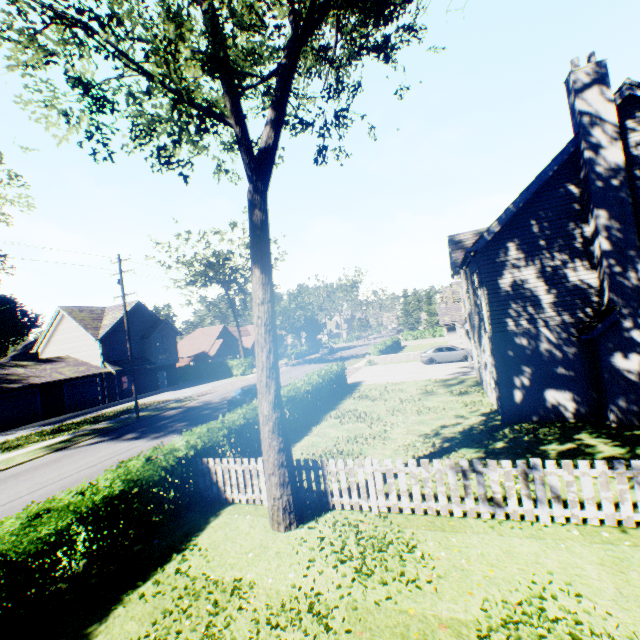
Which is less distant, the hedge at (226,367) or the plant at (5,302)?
the hedge at (226,367)

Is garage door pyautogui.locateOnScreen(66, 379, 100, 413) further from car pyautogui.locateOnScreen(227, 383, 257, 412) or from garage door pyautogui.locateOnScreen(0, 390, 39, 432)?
car pyautogui.locateOnScreen(227, 383, 257, 412)

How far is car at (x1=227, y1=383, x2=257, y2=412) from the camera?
19.23m

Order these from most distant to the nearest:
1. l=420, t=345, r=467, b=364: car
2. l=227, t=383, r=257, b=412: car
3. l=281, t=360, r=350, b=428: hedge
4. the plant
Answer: the plant → l=420, t=345, r=467, b=364: car → l=227, t=383, r=257, b=412: car → l=281, t=360, r=350, b=428: hedge

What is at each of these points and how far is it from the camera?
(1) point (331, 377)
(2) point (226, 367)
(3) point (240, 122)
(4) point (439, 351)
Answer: (1) hedge, 21.80m
(2) hedge, 44.22m
(3) tree, 7.55m
(4) car, 29.00m

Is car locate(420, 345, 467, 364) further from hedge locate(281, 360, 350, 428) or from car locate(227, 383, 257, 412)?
car locate(227, 383, 257, 412)

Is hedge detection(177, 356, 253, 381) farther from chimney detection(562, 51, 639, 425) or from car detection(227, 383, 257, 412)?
chimney detection(562, 51, 639, 425)

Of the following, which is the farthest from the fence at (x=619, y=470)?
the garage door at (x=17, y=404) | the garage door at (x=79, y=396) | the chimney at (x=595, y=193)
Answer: the garage door at (x=79, y=396)
